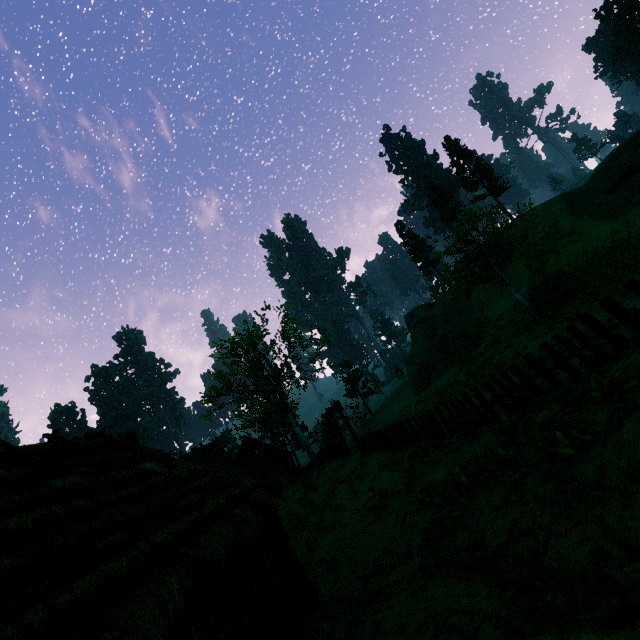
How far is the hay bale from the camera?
29.03m

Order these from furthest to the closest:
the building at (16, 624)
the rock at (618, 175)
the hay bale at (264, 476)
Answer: the rock at (618, 175)
the hay bale at (264, 476)
the building at (16, 624)

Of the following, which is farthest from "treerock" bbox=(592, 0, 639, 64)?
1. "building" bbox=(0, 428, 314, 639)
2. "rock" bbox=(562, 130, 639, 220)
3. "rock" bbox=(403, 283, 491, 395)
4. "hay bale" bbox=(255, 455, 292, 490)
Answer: "rock" bbox=(562, 130, 639, 220)

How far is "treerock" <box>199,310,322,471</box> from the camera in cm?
2909

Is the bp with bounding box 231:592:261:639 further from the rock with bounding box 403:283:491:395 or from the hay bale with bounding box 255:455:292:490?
the rock with bounding box 403:283:491:395

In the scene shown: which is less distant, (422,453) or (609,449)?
(609,449)

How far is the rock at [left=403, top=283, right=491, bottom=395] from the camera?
37.5m

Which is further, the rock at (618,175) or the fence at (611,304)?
the rock at (618,175)
